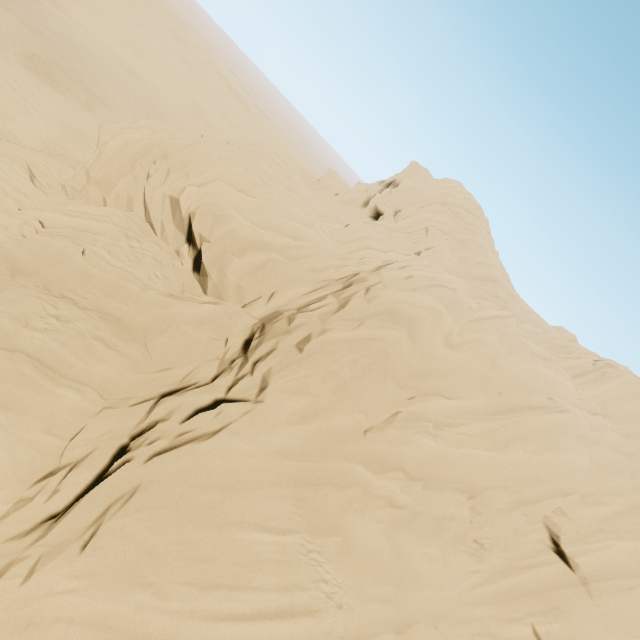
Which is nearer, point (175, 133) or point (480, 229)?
point (175, 133)
